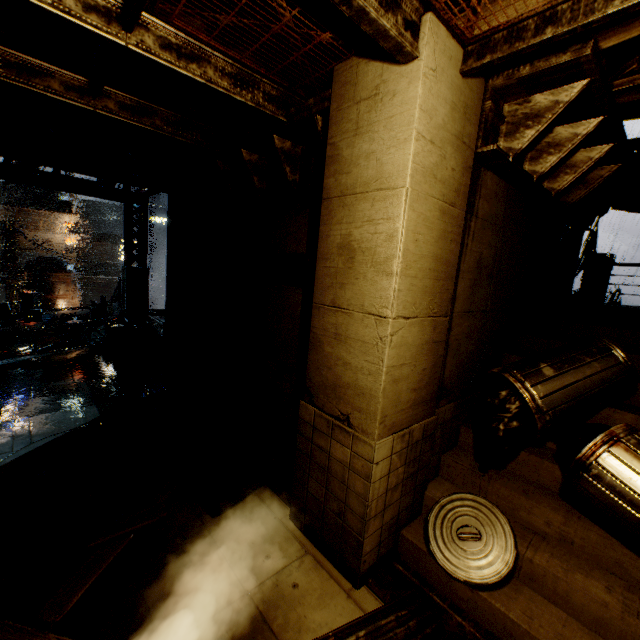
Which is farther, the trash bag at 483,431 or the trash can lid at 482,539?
the trash bag at 483,431

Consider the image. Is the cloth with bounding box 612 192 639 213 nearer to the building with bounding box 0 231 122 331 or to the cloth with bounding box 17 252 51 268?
the building with bounding box 0 231 122 331

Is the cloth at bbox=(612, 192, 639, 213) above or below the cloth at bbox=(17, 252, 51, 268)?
above

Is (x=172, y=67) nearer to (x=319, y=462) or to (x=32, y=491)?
(x=319, y=462)

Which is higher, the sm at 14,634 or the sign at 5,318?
the sm at 14,634

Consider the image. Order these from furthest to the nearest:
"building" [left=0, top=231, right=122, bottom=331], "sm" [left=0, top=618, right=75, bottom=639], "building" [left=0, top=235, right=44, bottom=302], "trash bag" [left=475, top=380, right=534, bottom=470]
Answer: "building" [left=0, top=235, right=44, bottom=302] < "building" [left=0, top=231, right=122, bottom=331] < "trash bag" [left=475, top=380, right=534, bottom=470] < "sm" [left=0, top=618, right=75, bottom=639]

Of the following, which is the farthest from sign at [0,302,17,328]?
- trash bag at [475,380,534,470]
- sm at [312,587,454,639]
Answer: trash bag at [475,380,534,470]

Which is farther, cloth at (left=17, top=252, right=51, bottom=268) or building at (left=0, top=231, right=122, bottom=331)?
cloth at (left=17, top=252, right=51, bottom=268)
